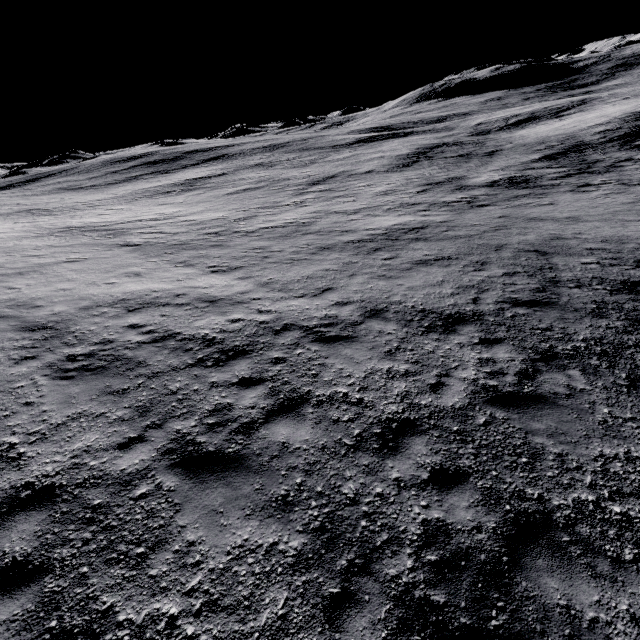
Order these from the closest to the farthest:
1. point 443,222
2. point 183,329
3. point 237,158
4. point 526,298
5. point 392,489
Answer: point 392,489 → point 183,329 → point 526,298 → point 443,222 → point 237,158
